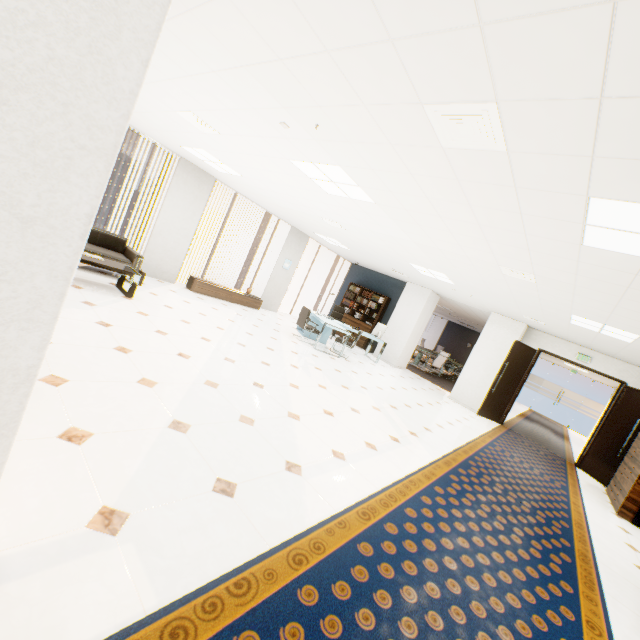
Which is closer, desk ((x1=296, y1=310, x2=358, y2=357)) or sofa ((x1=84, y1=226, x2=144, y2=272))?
sofa ((x1=84, y1=226, x2=144, y2=272))

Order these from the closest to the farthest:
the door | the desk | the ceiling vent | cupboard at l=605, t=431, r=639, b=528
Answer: the ceiling vent
cupboard at l=605, t=431, r=639, b=528
the door
the desk

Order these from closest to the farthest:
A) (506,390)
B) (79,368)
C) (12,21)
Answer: (12,21) < (79,368) < (506,390)

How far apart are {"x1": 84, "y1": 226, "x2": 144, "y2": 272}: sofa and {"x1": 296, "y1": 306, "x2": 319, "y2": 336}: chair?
3.9 meters

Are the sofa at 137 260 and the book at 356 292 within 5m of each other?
no

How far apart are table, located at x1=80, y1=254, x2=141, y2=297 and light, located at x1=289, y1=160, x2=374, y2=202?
3.4m

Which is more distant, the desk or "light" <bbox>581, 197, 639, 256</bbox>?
the desk

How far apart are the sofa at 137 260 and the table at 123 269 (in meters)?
0.51
